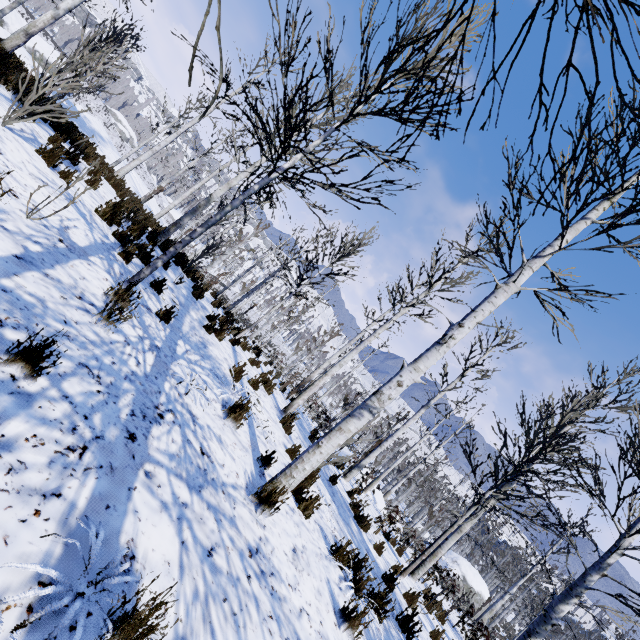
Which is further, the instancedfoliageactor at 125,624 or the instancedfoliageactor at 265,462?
the instancedfoliageactor at 265,462

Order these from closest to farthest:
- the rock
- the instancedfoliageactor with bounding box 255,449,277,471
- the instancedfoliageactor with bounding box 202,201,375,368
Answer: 1. the instancedfoliageactor with bounding box 255,449,277,471
2. the instancedfoliageactor with bounding box 202,201,375,368
3. the rock

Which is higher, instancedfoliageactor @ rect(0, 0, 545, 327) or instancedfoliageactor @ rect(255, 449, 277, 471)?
instancedfoliageactor @ rect(0, 0, 545, 327)

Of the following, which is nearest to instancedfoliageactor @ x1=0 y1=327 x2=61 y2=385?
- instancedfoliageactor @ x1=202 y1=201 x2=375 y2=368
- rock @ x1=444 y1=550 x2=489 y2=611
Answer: instancedfoliageactor @ x1=202 y1=201 x2=375 y2=368

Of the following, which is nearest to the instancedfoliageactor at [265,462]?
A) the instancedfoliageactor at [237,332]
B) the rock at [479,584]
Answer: the instancedfoliageactor at [237,332]

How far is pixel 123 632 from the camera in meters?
1.4

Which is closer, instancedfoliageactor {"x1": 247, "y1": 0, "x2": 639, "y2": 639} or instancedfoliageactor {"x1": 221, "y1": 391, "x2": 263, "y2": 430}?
instancedfoliageactor {"x1": 247, "y1": 0, "x2": 639, "y2": 639}
